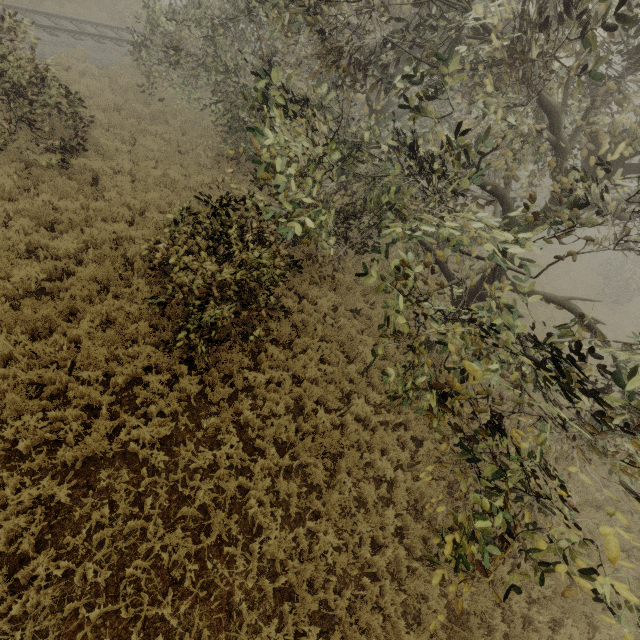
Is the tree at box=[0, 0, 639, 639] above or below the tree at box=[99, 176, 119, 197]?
above

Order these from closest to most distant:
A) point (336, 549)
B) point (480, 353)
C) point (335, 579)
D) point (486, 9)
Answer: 1. point (480, 353)
2. point (335, 579)
3. point (336, 549)
4. point (486, 9)

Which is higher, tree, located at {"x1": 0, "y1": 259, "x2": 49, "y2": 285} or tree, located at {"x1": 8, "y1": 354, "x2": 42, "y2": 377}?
tree, located at {"x1": 0, "y1": 259, "x2": 49, "y2": 285}

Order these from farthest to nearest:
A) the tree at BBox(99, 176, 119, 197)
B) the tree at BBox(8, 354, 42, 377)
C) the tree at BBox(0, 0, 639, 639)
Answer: the tree at BBox(99, 176, 119, 197) < the tree at BBox(8, 354, 42, 377) < the tree at BBox(0, 0, 639, 639)

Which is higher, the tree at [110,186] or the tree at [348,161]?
the tree at [348,161]

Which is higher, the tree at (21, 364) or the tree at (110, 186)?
the tree at (110, 186)
